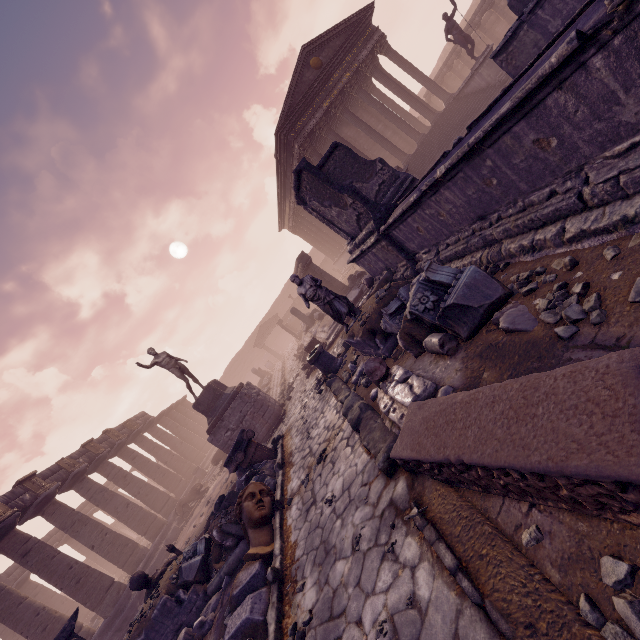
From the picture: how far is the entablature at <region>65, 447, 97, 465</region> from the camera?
17.53m

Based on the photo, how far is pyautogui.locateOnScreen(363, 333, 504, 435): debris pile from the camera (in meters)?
3.57

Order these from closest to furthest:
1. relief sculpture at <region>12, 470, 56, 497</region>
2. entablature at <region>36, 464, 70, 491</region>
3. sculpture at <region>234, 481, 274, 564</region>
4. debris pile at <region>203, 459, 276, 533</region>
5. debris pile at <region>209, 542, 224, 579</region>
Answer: sculpture at <region>234, 481, 274, 564</region>
debris pile at <region>209, 542, 224, 579</region>
debris pile at <region>203, 459, 276, 533</region>
relief sculpture at <region>12, 470, 56, 497</region>
entablature at <region>36, 464, 70, 491</region>

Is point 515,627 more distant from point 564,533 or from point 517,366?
point 517,366

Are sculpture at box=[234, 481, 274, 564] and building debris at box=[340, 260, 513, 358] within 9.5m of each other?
yes

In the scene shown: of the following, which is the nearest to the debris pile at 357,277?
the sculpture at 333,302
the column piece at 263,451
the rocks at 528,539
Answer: the sculpture at 333,302

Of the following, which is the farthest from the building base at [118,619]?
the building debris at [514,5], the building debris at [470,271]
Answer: the building debris at [514,5]

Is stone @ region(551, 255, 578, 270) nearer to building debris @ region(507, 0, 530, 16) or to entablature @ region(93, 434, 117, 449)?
building debris @ region(507, 0, 530, 16)
